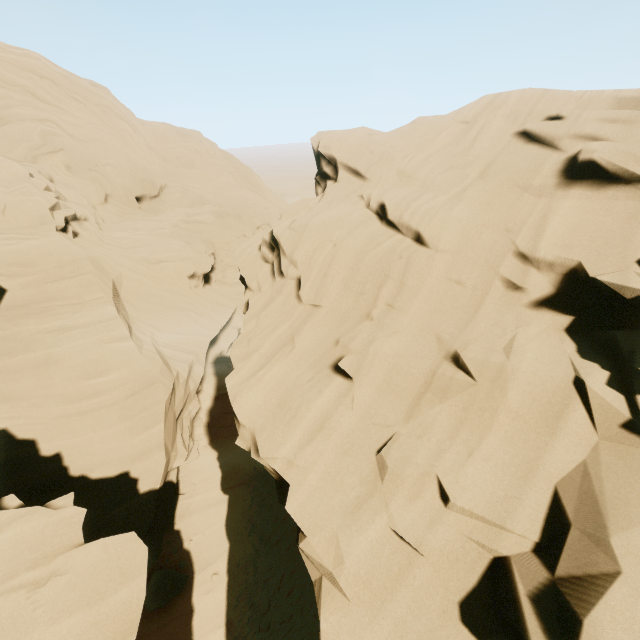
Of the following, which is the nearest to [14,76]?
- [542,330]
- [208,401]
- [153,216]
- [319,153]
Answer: [153,216]
